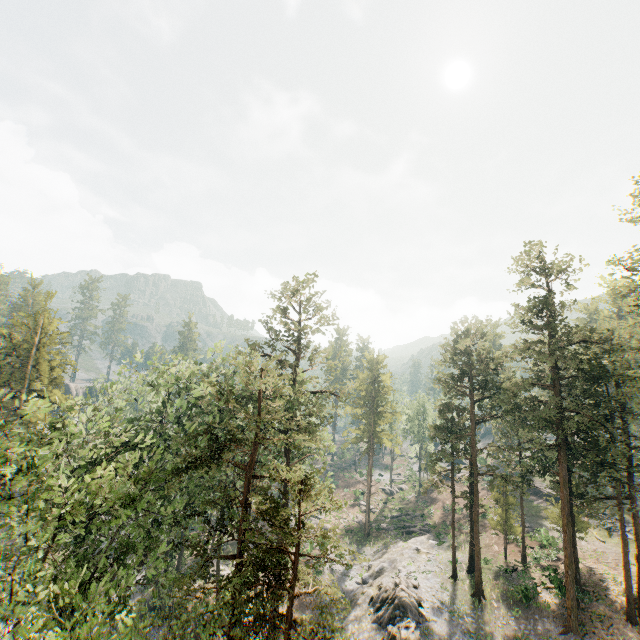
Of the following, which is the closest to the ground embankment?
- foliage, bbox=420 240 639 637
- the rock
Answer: foliage, bbox=420 240 639 637

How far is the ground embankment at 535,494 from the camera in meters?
48.8

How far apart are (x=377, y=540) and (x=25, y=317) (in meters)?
54.66

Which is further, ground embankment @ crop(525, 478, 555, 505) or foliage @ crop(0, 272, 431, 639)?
ground embankment @ crop(525, 478, 555, 505)

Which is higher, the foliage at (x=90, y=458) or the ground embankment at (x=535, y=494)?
the foliage at (x=90, y=458)

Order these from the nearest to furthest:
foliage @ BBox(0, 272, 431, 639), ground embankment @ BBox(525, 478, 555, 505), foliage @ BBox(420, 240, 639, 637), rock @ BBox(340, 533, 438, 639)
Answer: foliage @ BBox(0, 272, 431, 639), foliage @ BBox(420, 240, 639, 637), rock @ BBox(340, 533, 438, 639), ground embankment @ BBox(525, 478, 555, 505)
